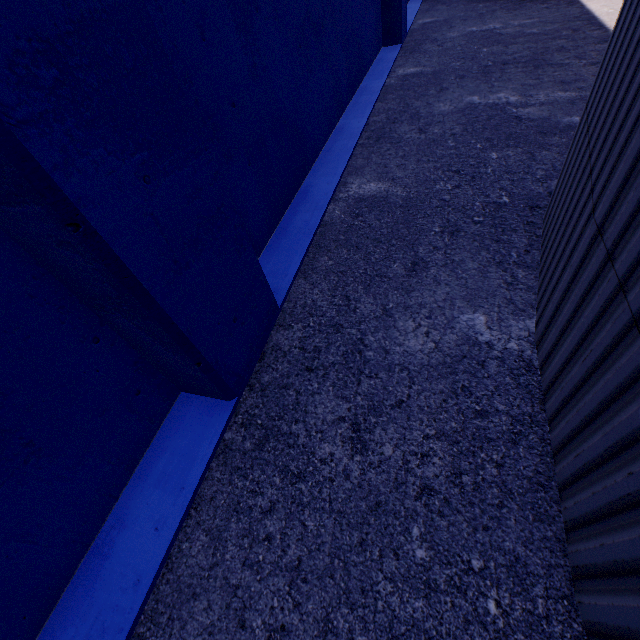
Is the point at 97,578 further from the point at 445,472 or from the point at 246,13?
the point at 246,13
